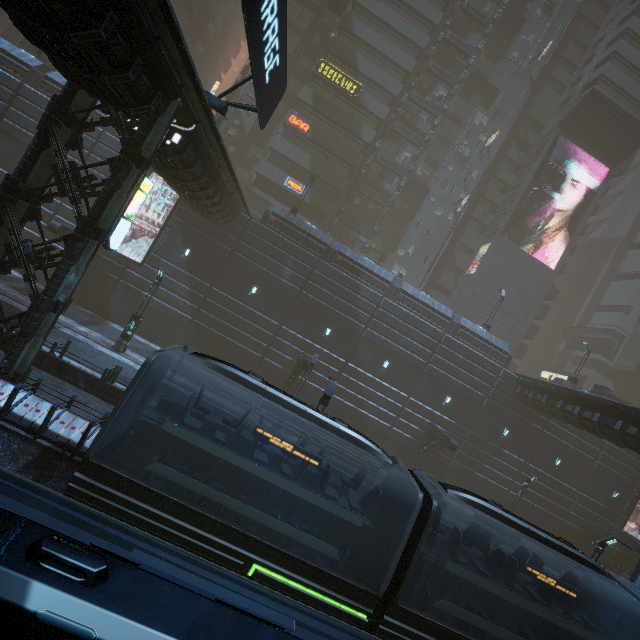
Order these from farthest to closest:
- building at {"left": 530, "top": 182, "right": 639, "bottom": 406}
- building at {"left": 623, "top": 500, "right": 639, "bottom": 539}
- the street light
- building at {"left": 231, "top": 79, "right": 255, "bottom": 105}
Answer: building at {"left": 530, "top": 182, "right": 639, "bottom": 406} < building at {"left": 231, "top": 79, "right": 255, "bottom": 105} < building at {"left": 623, "top": 500, "right": 639, "bottom": 539} < the street light

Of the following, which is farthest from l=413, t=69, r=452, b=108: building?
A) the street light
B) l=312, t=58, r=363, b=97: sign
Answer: the street light

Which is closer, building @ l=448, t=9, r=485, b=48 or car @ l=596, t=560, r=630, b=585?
car @ l=596, t=560, r=630, b=585

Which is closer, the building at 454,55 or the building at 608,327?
the building at 454,55

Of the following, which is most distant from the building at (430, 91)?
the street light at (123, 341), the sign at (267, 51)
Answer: the street light at (123, 341)

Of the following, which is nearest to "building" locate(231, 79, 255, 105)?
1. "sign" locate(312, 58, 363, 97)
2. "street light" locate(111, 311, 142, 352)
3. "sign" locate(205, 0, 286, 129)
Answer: "sign" locate(312, 58, 363, 97)

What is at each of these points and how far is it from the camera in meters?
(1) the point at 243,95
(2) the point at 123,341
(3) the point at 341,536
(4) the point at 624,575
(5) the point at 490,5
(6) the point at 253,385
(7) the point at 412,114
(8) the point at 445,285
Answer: (1) building, 34.6 m
(2) street light, 19.2 m
(3) train, 10.6 m
(4) car, 27.9 m
(5) building, 38.6 m
(6) train, 8.6 m
(7) building, 38.1 m
(8) building, 40.9 m

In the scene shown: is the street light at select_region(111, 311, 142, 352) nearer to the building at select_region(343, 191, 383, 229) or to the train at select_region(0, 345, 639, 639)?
the building at select_region(343, 191, 383, 229)
